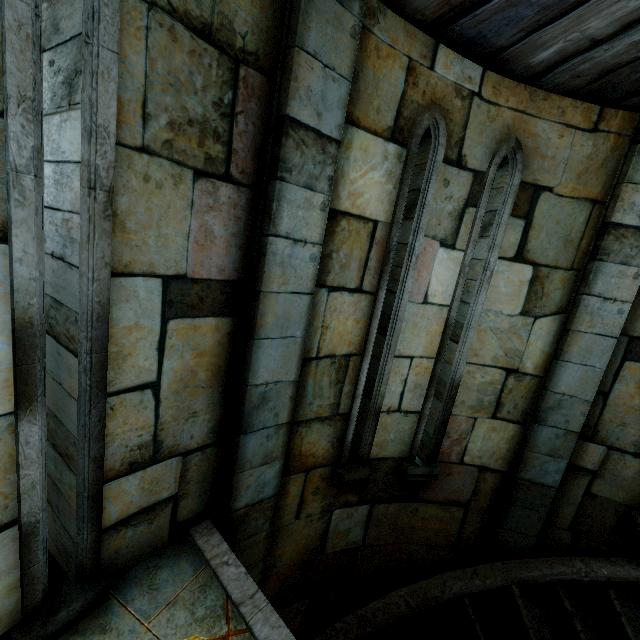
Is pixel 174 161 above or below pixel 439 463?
above
